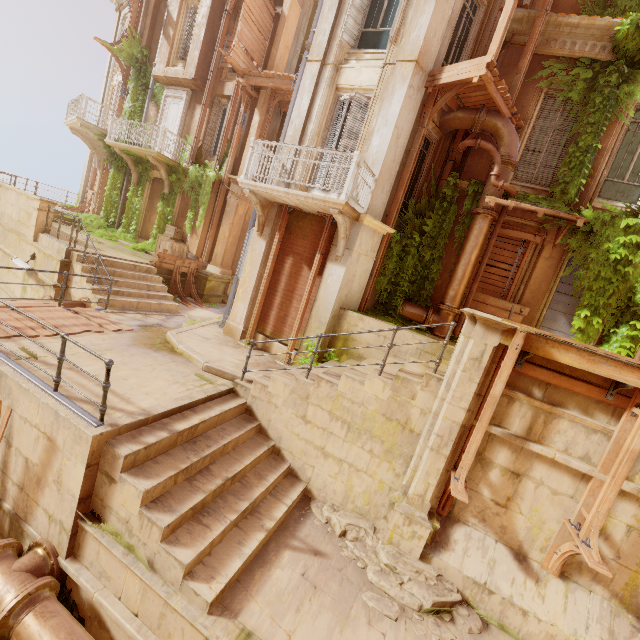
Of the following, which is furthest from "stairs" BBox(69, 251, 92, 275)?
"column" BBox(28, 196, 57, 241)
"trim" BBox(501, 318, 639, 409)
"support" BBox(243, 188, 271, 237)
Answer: "trim" BBox(501, 318, 639, 409)

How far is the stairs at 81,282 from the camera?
9.8m

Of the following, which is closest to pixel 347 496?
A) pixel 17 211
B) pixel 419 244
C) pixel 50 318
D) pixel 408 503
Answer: pixel 408 503

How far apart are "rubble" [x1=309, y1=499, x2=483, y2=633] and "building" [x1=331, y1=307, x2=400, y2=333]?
3.3 meters

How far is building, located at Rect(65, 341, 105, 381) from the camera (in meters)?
5.93

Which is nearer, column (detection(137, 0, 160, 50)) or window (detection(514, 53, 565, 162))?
window (detection(514, 53, 565, 162))

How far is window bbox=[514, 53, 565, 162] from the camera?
9.05m

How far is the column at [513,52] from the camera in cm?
902
